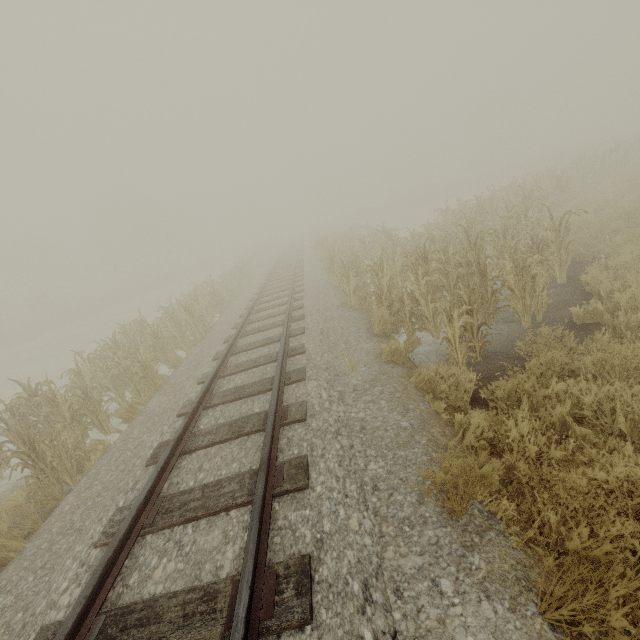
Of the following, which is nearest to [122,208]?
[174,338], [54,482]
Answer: [174,338]
